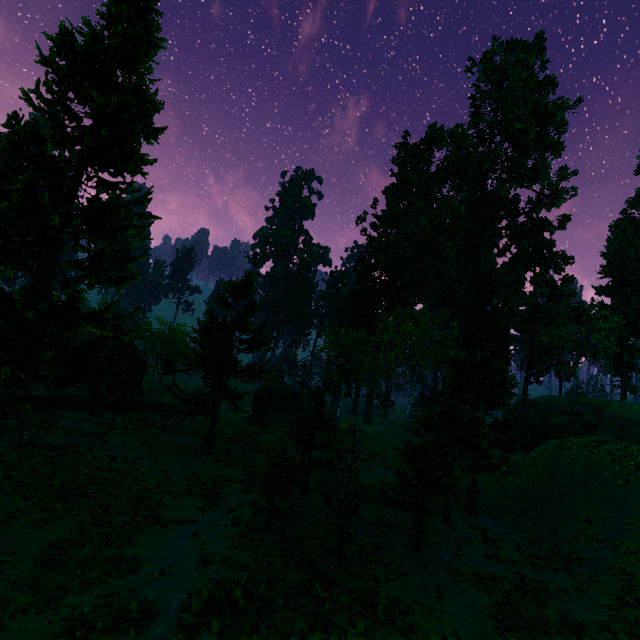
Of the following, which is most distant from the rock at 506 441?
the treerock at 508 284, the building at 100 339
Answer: the building at 100 339

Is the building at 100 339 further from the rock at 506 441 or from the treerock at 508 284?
the rock at 506 441

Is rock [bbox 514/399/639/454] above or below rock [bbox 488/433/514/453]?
above

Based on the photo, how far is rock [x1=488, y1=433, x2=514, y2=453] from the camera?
40.6 meters

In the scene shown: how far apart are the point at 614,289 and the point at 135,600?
67.5m

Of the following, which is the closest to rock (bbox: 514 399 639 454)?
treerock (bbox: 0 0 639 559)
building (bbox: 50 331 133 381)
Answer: treerock (bbox: 0 0 639 559)

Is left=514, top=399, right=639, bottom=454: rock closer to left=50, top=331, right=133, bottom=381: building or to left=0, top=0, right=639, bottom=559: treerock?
left=0, top=0, right=639, bottom=559: treerock

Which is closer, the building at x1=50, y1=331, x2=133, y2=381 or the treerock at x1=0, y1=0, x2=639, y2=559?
the treerock at x1=0, y1=0, x2=639, y2=559
